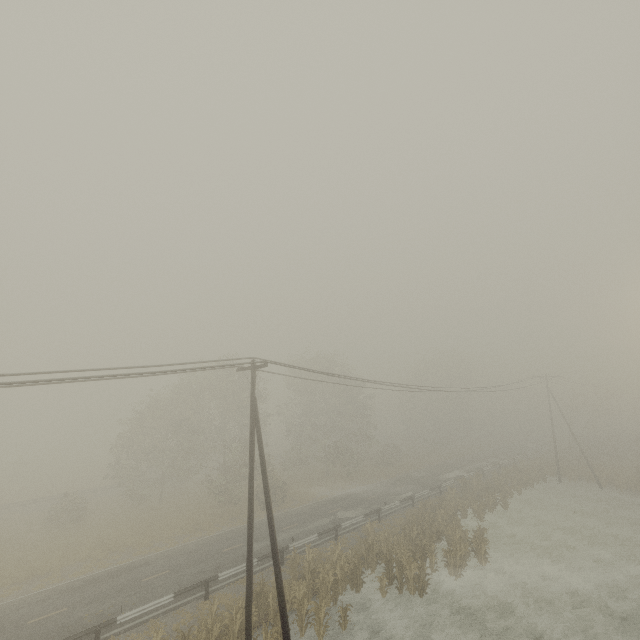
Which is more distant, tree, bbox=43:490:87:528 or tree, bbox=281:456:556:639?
tree, bbox=43:490:87:528

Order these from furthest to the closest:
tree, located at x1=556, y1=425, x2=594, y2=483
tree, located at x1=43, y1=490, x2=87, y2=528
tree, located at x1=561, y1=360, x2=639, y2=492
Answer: tree, located at x1=556, y1=425, x2=594, y2=483
tree, located at x1=561, y1=360, x2=639, y2=492
tree, located at x1=43, y1=490, x2=87, y2=528

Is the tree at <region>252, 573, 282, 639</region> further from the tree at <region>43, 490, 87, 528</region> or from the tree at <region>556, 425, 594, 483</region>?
the tree at <region>556, 425, 594, 483</region>

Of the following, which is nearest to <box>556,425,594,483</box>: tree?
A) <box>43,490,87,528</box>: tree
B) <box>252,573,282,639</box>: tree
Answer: <box>43,490,87,528</box>: tree

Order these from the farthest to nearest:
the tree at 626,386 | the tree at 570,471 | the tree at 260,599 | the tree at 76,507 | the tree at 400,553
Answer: the tree at 570,471 < the tree at 626,386 < the tree at 76,507 < the tree at 400,553 < the tree at 260,599

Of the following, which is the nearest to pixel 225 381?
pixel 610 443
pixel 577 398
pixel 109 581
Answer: pixel 109 581

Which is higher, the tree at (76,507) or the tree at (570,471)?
the tree at (76,507)

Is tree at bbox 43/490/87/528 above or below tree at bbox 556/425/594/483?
above
